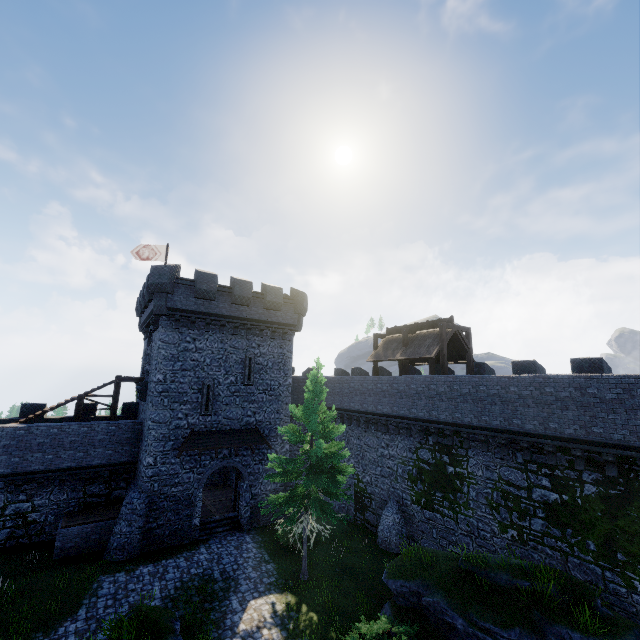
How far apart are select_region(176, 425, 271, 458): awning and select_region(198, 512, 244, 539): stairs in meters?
4.4

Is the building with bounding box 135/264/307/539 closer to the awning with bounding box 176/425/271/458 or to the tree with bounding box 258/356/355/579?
the awning with bounding box 176/425/271/458

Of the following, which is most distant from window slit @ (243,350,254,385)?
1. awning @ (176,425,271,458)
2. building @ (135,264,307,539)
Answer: awning @ (176,425,271,458)

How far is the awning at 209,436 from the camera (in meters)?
20.27

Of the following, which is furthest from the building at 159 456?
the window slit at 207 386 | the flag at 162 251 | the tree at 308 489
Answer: the tree at 308 489

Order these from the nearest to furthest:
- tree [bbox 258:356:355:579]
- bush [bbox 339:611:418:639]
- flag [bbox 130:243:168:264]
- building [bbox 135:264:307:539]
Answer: bush [bbox 339:611:418:639], tree [bbox 258:356:355:579], building [bbox 135:264:307:539], flag [bbox 130:243:168:264]

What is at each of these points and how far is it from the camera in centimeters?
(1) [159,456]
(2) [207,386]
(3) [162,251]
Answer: (1) building, 1964cm
(2) window slit, 2172cm
(3) flag, 2688cm
